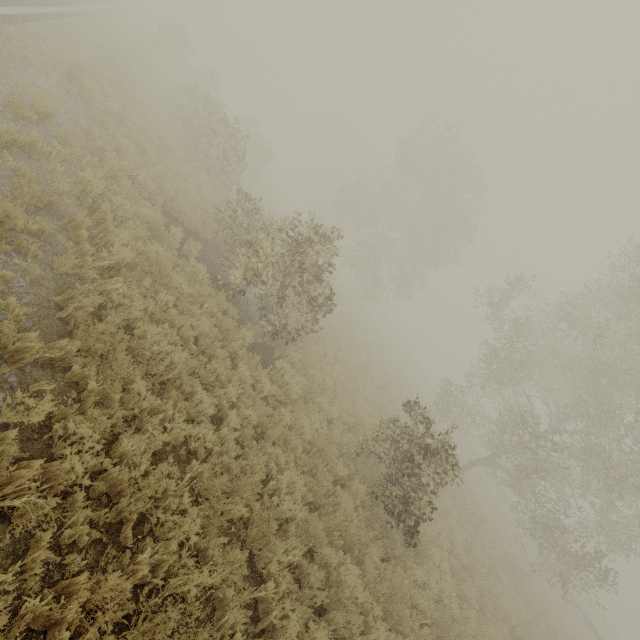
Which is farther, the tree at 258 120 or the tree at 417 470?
the tree at 258 120

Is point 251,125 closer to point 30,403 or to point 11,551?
point 30,403

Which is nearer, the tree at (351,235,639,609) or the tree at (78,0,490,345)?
the tree at (351,235,639,609)
